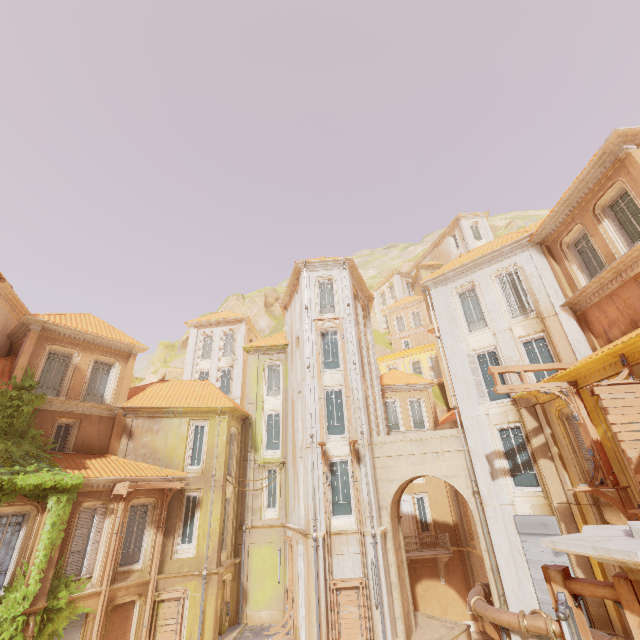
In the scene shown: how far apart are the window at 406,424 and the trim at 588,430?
16.7 meters

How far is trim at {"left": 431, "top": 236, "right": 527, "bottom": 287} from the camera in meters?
17.0 m

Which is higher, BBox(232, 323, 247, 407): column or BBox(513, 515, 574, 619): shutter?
BBox(232, 323, 247, 407): column

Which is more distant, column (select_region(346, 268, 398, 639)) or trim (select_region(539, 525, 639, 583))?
column (select_region(346, 268, 398, 639))

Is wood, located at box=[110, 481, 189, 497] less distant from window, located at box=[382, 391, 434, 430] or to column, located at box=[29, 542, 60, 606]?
column, located at box=[29, 542, 60, 606]

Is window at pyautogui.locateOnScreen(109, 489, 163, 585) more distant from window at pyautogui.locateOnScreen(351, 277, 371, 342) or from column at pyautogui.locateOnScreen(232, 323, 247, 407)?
window at pyautogui.locateOnScreen(351, 277, 371, 342)

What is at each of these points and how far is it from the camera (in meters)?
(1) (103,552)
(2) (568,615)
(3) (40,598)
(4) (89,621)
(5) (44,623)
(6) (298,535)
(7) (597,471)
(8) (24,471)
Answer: (1) window, 14.80
(2) lamp, 3.21
(3) column, 12.54
(4) column, 13.70
(5) plant, 12.54
(6) column, 17.14
(7) wood, 10.60
(8) plant, 13.29

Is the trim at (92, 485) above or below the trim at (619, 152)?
below
